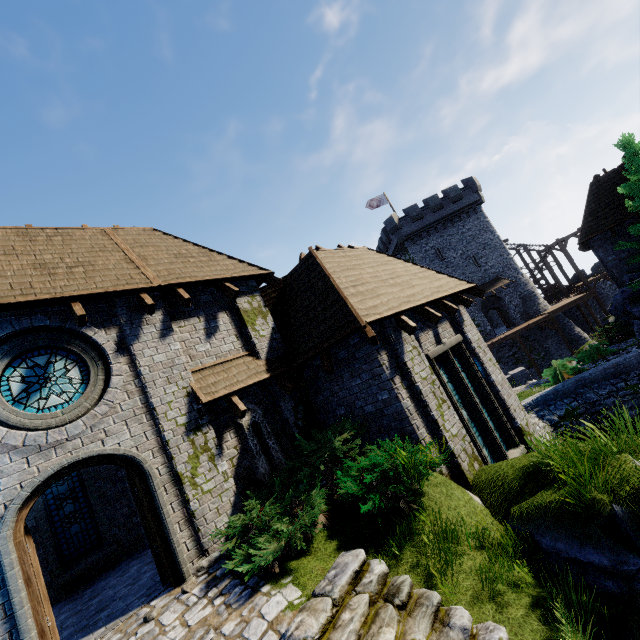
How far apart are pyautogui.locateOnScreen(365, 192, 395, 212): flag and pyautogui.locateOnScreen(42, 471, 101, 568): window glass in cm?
3586

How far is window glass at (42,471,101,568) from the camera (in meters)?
9.39

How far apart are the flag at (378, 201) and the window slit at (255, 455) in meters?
34.7 m

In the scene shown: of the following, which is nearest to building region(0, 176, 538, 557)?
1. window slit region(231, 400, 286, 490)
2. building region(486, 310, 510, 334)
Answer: window slit region(231, 400, 286, 490)

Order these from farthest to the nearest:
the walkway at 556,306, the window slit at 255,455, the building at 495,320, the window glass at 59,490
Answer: the building at 495,320
the walkway at 556,306
the window glass at 59,490
the window slit at 255,455

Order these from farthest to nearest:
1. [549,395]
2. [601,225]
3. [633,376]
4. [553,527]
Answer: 1. [601,225]
2. [549,395]
3. [633,376]
4. [553,527]

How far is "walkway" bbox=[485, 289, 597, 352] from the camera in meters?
31.4

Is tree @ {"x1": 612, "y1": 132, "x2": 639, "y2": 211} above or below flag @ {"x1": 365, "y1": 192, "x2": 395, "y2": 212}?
below
